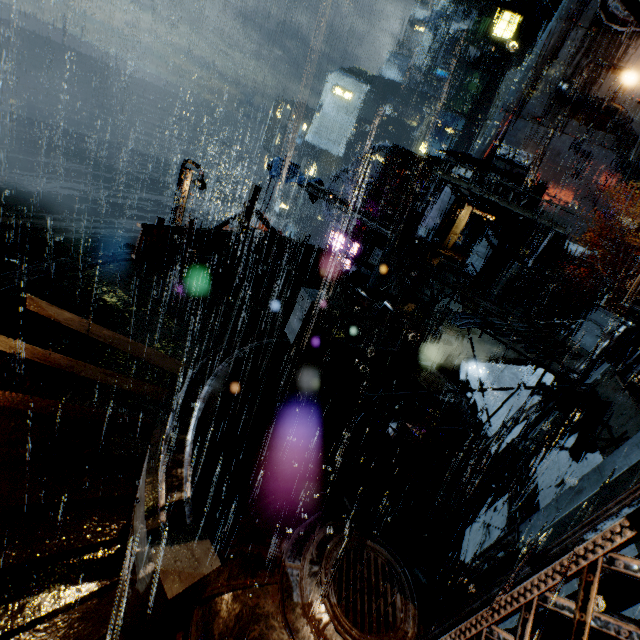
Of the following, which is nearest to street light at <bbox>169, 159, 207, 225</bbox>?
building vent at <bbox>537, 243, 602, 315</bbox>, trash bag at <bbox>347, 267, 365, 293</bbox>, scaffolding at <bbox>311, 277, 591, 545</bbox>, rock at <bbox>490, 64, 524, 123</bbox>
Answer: trash bag at <bbox>347, 267, 365, 293</bbox>

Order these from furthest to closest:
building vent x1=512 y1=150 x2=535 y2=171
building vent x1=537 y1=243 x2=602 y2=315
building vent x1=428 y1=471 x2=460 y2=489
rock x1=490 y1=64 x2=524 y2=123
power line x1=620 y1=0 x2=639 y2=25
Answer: rock x1=490 y1=64 x2=524 y2=123
building vent x1=512 y1=150 x2=535 y2=171
building vent x1=537 y1=243 x2=602 y2=315
building vent x1=428 y1=471 x2=460 y2=489
power line x1=620 y1=0 x2=639 y2=25

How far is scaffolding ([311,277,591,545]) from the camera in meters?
Answer: 7.1 m

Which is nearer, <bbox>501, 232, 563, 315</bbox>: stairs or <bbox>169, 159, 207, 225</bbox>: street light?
<bbox>169, 159, 207, 225</bbox>: street light

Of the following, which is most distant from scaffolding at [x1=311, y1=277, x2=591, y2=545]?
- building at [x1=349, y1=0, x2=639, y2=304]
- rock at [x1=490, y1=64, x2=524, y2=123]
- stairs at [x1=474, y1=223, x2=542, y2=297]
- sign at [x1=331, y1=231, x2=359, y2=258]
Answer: rock at [x1=490, y1=64, x2=524, y2=123]

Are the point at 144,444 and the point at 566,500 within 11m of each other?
yes

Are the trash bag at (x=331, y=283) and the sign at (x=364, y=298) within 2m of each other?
yes

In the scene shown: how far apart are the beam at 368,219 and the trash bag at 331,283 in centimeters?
1004cm
